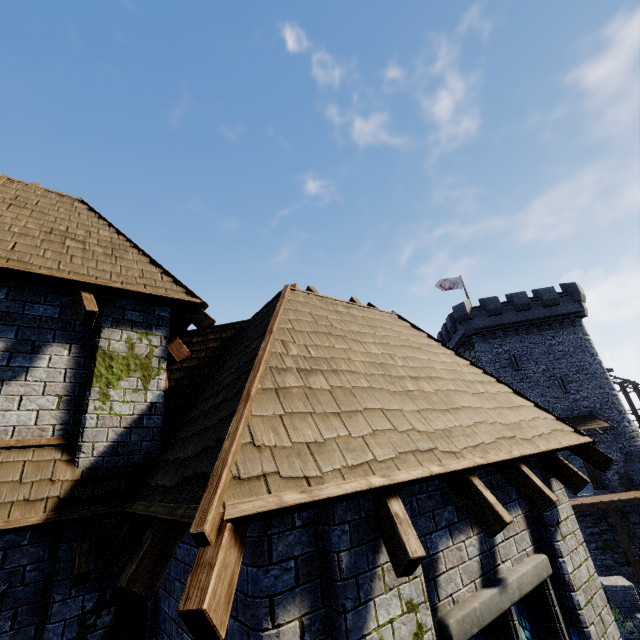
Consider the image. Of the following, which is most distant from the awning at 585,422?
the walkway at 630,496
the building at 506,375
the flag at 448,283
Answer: the building at 506,375

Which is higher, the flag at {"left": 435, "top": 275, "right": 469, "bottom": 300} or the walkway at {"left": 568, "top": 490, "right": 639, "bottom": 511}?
the flag at {"left": 435, "top": 275, "right": 469, "bottom": 300}

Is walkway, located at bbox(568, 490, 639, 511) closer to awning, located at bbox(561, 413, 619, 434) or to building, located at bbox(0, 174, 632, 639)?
awning, located at bbox(561, 413, 619, 434)

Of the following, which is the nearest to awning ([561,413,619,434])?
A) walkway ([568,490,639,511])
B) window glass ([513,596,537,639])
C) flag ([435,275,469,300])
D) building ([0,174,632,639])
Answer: walkway ([568,490,639,511])

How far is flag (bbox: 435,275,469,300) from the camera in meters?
33.7

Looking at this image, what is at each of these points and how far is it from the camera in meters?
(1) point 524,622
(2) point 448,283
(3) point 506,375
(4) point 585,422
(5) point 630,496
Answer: (1) window glass, 4.0 m
(2) flag, 34.0 m
(3) building, 28.6 m
(4) awning, 25.9 m
(5) walkway, 22.1 m

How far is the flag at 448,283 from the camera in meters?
33.7

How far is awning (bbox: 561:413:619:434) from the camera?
25.4m
